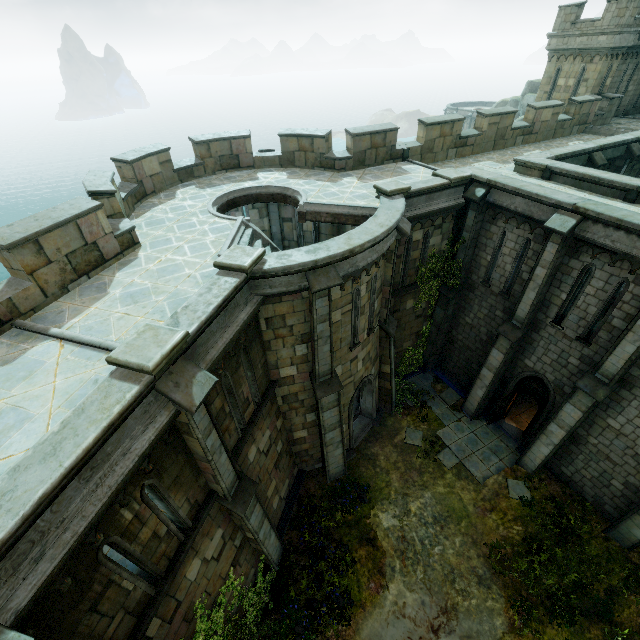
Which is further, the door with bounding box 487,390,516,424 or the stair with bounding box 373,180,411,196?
the door with bounding box 487,390,516,424

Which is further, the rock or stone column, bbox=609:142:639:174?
the rock

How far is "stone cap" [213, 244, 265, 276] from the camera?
7.4 meters

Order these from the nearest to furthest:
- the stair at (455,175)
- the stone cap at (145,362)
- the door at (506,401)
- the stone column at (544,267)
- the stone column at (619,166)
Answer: the stone cap at (145,362), the stone column at (544,267), the stair at (455,175), the door at (506,401), the stone column at (619,166)

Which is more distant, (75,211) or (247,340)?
(247,340)

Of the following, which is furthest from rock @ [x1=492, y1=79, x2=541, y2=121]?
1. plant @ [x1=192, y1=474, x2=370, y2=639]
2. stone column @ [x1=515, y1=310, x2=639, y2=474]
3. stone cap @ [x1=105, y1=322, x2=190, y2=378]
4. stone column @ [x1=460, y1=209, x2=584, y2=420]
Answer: stone cap @ [x1=105, y1=322, x2=190, y2=378]

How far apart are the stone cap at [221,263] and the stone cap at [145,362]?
2.18m

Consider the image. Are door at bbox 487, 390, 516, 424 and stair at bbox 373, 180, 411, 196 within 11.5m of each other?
yes
